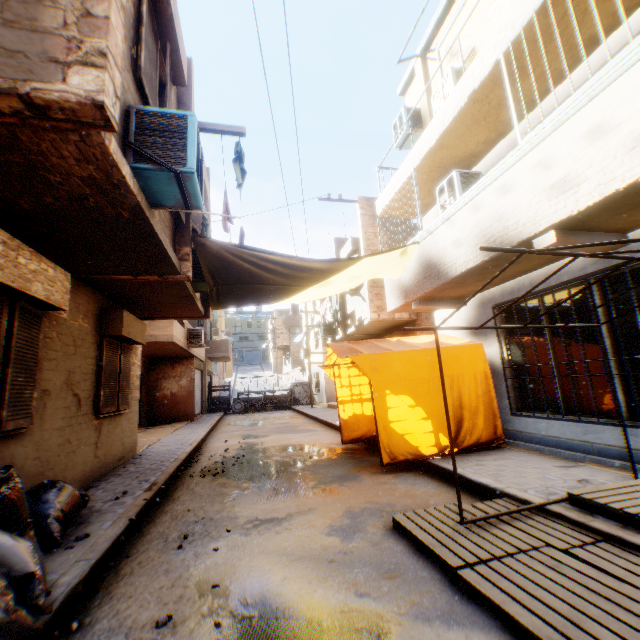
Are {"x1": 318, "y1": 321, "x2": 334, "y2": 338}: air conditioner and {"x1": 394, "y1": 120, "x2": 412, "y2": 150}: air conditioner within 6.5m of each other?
no

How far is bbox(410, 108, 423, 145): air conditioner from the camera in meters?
9.5 m

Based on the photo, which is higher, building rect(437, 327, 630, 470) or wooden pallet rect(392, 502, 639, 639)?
building rect(437, 327, 630, 470)

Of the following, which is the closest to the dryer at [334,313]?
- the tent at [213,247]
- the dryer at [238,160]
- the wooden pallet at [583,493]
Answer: the tent at [213,247]

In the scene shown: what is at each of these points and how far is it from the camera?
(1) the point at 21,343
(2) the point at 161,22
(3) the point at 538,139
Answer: (1) shutter, 3.9 meters
(2) building, 4.7 meters
(3) building, 4.4 meters

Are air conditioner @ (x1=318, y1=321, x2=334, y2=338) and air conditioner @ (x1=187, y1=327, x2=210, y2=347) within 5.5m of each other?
yes

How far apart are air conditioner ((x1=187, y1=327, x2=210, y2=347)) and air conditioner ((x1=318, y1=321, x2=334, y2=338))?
4.90m

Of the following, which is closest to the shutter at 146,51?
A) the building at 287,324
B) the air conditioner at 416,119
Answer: the air conditioner at 416,119
